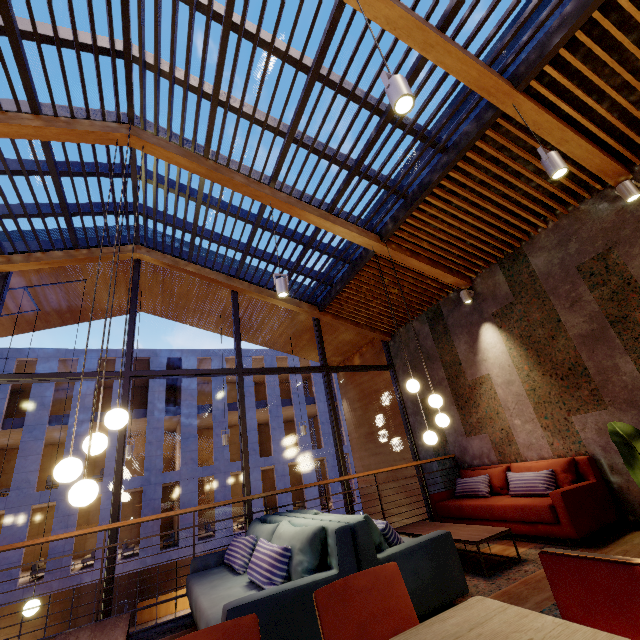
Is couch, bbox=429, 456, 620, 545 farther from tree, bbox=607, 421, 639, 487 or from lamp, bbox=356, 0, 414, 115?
lamp, bbox=356, 0, 414, 115

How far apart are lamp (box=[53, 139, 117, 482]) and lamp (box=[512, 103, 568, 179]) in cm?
459

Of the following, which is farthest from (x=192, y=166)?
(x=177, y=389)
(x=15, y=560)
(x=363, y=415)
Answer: (x=177, y=389)

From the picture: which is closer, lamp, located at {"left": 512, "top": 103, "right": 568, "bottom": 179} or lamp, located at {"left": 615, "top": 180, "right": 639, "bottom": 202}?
lamp, located at {"left": 512, "top": 103, "right": 568, "bottom": 179}

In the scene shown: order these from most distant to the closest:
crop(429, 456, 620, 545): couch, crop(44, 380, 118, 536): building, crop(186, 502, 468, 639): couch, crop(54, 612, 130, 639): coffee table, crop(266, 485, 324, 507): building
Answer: crop(266, 485, 324, 507): building, crop(44, 380, 118, 536): building, crop(429, 456, 620, 545): couch, crop(54, 612, 130, 639): coffee table, crop(186, 502, 468, 639): couch

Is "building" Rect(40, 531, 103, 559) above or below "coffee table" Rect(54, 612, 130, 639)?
below

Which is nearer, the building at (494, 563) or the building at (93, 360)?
the building at (494, 563)

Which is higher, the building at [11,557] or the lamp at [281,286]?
the lamp at [281,286]
